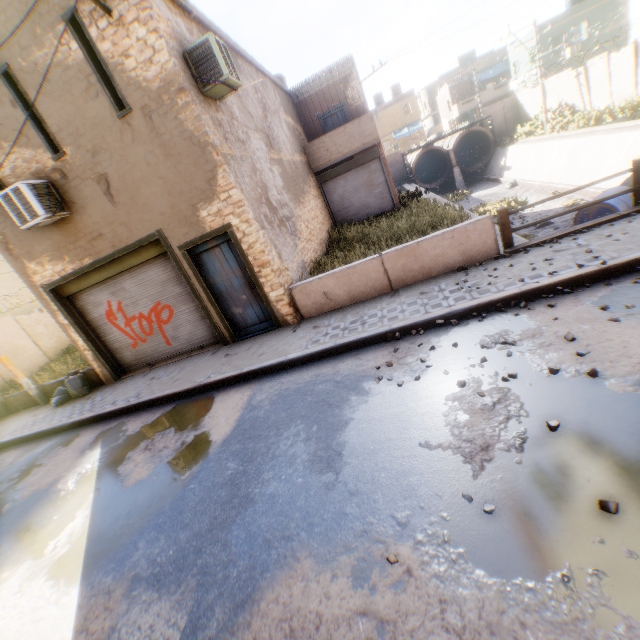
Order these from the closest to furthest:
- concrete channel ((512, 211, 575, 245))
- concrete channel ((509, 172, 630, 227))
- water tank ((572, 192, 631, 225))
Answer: concrete channel ((512, 211, 575, 245)) < water tank ((572, 192, 631, 225)) < concrete channel ((509, 172, 630, 227))

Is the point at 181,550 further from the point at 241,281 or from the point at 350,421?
the point at 241,281

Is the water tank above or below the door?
below

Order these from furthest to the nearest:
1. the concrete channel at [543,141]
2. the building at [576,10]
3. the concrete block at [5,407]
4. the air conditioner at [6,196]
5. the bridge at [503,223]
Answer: the building at [576,10] < the concrete channel at [543,141] < the concrete block at [5,407] < the air conditioner at [6,196] < the bridge at [503,223]

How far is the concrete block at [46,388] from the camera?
10.6 meters

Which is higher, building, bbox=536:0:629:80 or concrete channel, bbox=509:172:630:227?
building, bbox=536:0:629:80

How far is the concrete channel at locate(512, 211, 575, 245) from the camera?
9.1m

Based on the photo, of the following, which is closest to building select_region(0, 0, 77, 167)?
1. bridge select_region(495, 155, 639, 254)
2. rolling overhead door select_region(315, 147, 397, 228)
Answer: rolling overhead door select_region(315, 147, 397, 228)
